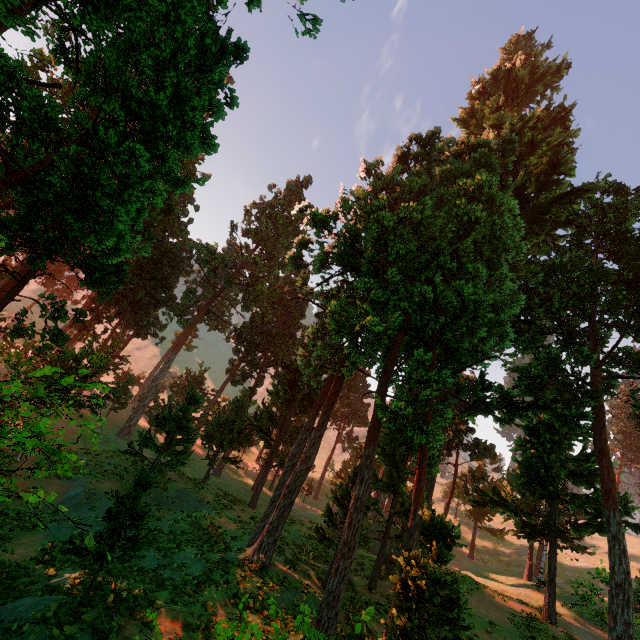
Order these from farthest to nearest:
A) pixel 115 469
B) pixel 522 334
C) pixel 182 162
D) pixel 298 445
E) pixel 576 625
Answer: pixel 182 162 → pixel 522 334 → pixel 115 469 → pixel 576 625 → pixel 298 445
